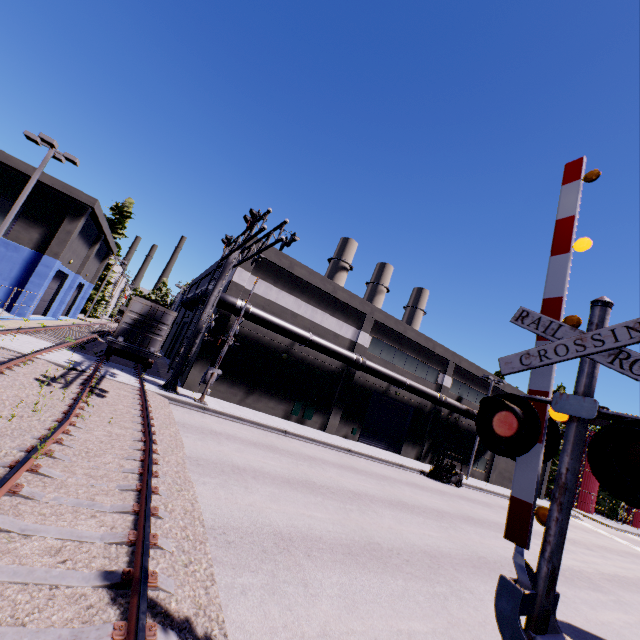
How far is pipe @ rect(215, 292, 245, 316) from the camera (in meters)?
19.86

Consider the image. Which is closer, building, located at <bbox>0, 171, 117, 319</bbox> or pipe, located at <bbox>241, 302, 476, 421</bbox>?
pipe, located at <bbox>241, 302, 476, 421</bbox>

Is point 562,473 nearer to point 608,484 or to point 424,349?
point 608,484

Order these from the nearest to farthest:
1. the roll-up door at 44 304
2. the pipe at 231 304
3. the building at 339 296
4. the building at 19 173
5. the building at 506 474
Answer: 1. the pipe at 231 304
2. the building at 339 296
3. the building at 19 173
4. the roll-up door at 44 304
5. the building at 506 474

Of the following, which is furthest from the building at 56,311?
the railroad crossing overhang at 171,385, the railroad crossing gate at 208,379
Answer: the railroad crossing gate at 208,379

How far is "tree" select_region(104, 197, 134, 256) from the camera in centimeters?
4731cm

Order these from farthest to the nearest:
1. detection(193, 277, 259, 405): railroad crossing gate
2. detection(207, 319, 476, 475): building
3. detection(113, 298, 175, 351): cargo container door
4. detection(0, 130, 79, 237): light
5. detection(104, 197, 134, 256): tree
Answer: detection(104, 197, 134, 256): tree
detection(207, 319, 476, 475): building
detection(113, 298, 175, 351): cargo container door
detection(193, 277, 259, 405): railroad crossing gate
detection(0, 130, 79, 237): light
